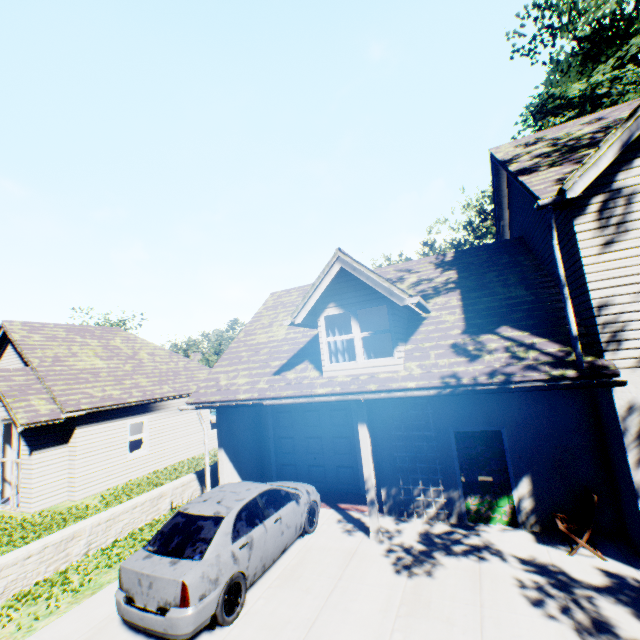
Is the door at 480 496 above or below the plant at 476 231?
below

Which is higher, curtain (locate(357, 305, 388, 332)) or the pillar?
curtain (locate(357, 305, 388, 332))

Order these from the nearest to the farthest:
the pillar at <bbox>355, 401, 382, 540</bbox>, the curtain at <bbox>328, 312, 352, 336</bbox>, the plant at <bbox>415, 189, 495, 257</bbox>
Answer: the pillar at <bbox>355, 401, 382, 540</bbox>, the curtain at <bbox>328, 312, 352, 336</bbox>, the plant at <bbox>415, 189, 495, 257</bbox>

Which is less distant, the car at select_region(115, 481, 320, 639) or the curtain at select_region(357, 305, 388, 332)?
the car at select_region(115, 481, 320, 639)

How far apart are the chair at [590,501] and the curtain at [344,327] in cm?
457

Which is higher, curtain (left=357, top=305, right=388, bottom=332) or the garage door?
curtain (left=357, top=305, right=388, bottom=332)

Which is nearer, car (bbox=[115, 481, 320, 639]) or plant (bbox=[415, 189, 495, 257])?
car (bbox=[115, 481, 320, 639])

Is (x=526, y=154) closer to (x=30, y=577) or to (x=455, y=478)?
(x=455, y=478)
